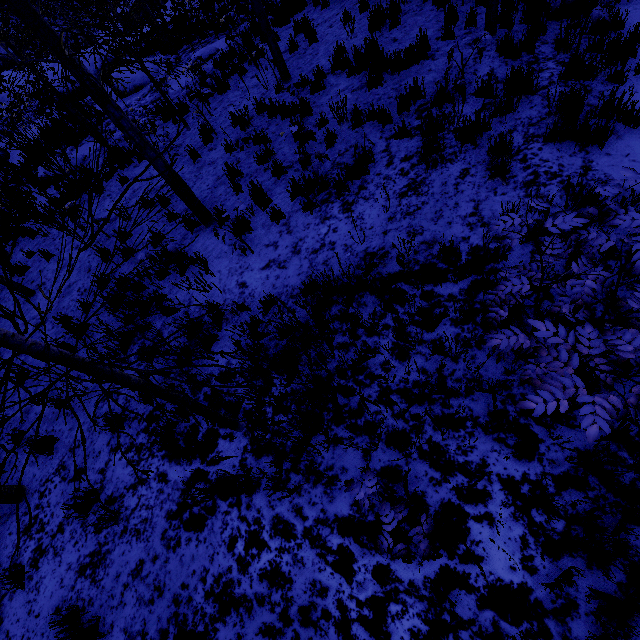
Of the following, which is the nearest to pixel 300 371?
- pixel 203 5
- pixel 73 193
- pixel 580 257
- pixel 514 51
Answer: pixel 580 257

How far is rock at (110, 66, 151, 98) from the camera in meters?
13.4 m

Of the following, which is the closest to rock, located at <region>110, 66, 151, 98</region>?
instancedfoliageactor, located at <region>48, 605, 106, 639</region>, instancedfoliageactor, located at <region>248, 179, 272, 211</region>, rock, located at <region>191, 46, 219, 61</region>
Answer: rock, located at <region>191, 46, 219, 61</region>

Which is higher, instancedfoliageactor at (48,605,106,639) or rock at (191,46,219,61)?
instancedfoliageactor at (48,605,106,639)

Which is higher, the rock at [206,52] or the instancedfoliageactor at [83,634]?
the instancedfoliageactor at [83,634]

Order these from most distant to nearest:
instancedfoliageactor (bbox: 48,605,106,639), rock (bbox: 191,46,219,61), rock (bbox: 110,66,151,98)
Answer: rock (bbox: 110,66,151,98) < rock (bbox: 191,46,219,61) < instancedfoliageactor (bbox: 48,605,106,639)

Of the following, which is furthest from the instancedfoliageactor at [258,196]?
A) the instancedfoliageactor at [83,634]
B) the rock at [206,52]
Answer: the rock at [206,52]

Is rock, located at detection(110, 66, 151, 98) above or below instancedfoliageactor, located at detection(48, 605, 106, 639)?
below
